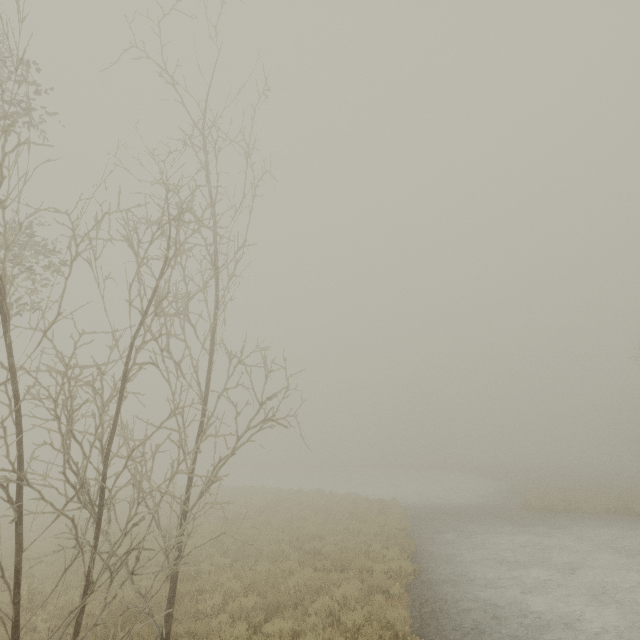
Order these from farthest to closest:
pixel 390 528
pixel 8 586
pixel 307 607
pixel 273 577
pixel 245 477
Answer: pixel 245 477, pixel 390 528, pixel 273 577, pixel 307 607, pixel 8 586
